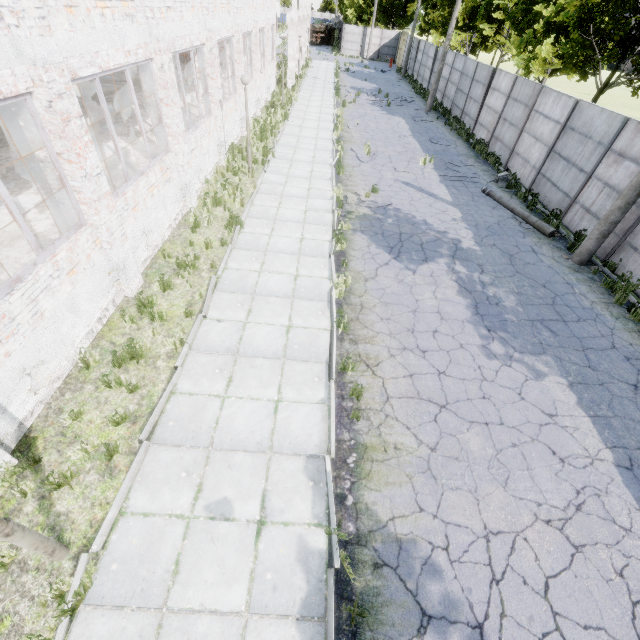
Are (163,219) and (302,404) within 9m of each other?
yes

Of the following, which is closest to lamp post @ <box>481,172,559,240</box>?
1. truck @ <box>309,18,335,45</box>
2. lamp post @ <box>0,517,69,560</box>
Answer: lamp post @ <box>0,517,69,560</box>

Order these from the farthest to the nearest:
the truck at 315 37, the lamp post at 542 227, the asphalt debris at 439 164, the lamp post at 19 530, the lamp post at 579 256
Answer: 1. the truck at 315 37
2. the asphalt debris at 439 164
3. the lamp post at 542 227
4. the lamp post at 579 256
5. the lamp post at 19 530

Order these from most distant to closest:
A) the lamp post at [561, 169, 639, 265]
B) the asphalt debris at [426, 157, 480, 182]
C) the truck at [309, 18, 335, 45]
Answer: the truck at [309, 18, 335, 45] → the asphalt debris at [426, 157, 480, 182] → the lamp post at [561, 169, 639, 265]

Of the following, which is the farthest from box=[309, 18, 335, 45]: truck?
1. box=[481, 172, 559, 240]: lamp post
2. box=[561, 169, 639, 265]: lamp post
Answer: Answer: box=[561, 169, 639, 265]: lamp post

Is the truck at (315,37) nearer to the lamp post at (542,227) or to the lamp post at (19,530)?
the lamp post at (542,227)

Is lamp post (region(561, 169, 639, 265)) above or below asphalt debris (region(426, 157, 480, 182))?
above

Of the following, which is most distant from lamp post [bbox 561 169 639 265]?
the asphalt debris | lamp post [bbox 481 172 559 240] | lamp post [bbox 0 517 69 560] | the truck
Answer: the truck
